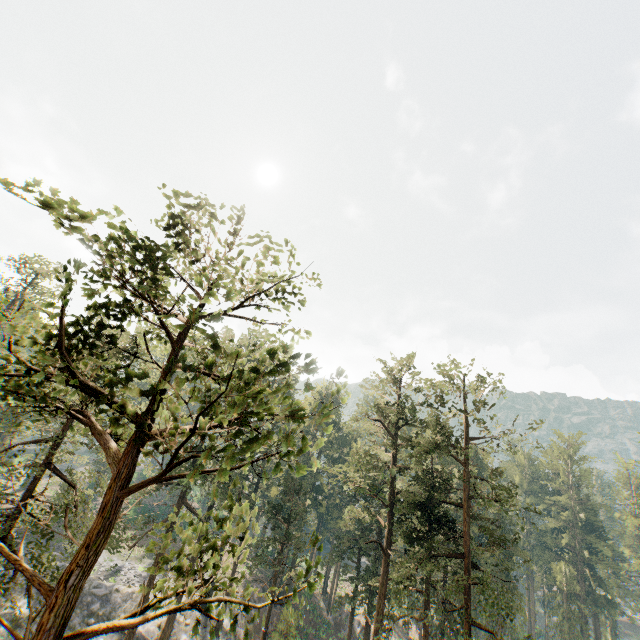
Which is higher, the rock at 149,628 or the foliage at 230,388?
the foliage at 230,388

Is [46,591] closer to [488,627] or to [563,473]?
[488,627]

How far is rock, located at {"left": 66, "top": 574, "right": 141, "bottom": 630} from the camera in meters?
30.2 m

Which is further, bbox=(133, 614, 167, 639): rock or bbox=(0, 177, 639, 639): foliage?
bbox=(133, 614, 167, 639): rock

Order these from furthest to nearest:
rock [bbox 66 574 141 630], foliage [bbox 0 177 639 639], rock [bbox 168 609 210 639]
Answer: rock [bbox 168 609 210 639]
rock [bbox 66 574 141 630]
foliage [bbox 0 177 639 639]

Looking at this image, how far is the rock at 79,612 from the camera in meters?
30.2 m

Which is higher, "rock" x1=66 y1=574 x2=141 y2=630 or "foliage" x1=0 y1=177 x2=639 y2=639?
"foliage" x1=0 y1=177 x2=639 y2=639
